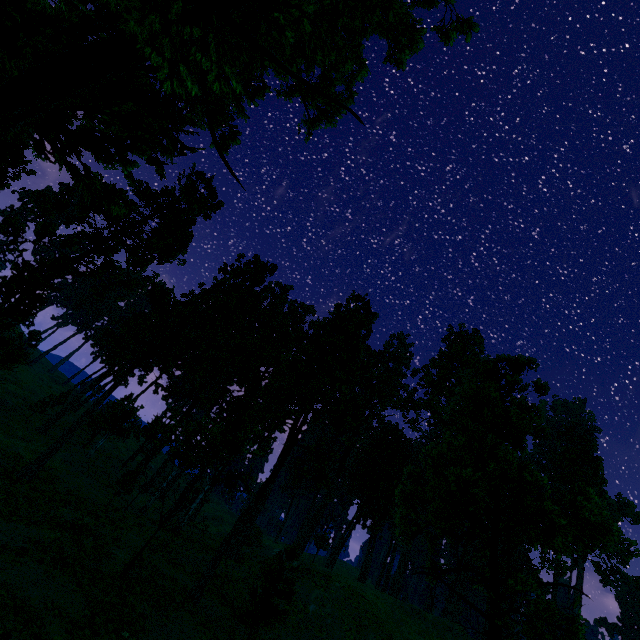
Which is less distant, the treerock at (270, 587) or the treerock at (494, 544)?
the treerock at (494, 544)

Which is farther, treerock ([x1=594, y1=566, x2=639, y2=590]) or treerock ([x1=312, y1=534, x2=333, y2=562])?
treerock ([x1=594, y1=566, x2=639, y2=590])

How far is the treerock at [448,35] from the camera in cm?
1695

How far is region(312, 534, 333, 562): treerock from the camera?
35.2m

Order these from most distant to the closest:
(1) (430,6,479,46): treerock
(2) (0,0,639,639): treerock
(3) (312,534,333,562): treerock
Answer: (3) (312,534,333,562): treerock, (1) (430,6,479,46): treerock, (2) (0,0,639,639): treerock

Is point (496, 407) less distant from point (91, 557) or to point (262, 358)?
point (91, 557)
